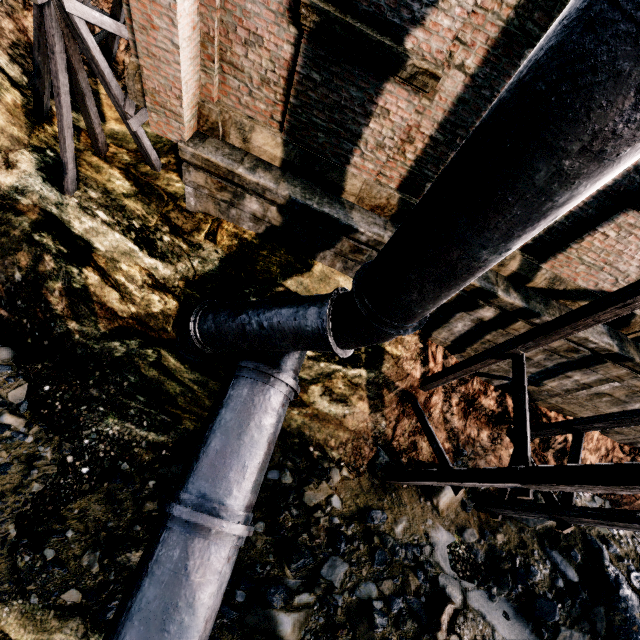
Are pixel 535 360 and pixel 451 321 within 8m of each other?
yes

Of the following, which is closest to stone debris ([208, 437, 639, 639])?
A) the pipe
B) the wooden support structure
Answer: the pipe

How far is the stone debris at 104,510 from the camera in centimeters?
677cm

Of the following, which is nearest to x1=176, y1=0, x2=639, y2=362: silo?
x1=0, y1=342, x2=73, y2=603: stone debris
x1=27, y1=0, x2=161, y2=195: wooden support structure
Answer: x1=0, y1=342, x2=73, y2=603: stone debris

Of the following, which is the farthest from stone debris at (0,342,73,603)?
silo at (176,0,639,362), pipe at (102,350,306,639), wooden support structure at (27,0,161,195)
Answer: wooden support structure at (27,0,161,195)

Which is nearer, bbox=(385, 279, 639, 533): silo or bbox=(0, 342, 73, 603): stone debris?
bbox=(385, 279, 639, 533): silo

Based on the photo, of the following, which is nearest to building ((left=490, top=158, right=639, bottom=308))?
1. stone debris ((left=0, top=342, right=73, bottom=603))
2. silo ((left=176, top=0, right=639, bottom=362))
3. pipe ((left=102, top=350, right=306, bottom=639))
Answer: silo ((left=176, top=0, right=639, bottom=362))

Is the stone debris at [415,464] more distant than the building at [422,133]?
Yes
